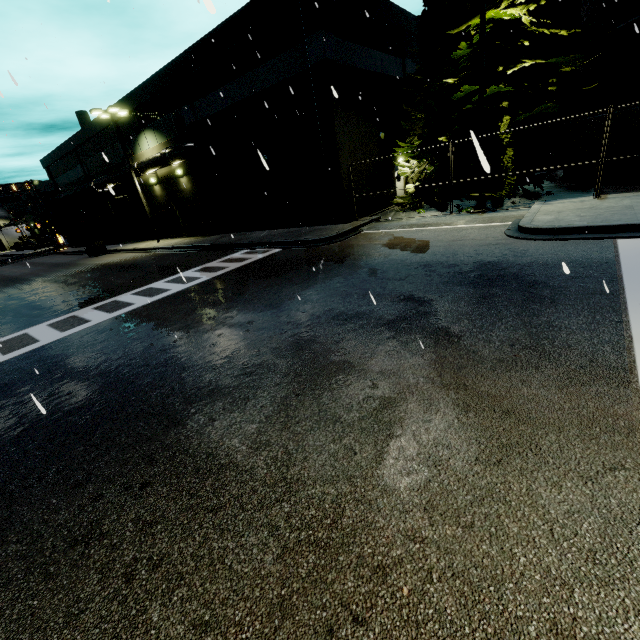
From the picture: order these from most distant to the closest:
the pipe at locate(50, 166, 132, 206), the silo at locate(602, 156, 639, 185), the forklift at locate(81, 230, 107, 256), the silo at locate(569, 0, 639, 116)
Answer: the forklift at locate(81, 230, 107, 256), the pipe at locate(50, 166, 132, 206), the silo at locate(602, 156, 639, 185), the silo at locate(569, 0, 639, 116)

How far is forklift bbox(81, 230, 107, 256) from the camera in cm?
2867

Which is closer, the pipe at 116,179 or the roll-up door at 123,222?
the pipe at 116,179

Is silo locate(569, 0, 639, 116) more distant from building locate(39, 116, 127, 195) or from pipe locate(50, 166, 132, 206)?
pipe locate(50, 166, 132, 206)

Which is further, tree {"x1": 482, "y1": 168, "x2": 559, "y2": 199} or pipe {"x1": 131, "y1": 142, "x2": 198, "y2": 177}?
pipe {"x1": 131, "y1": 142, "x2": 198, "y2": 177}

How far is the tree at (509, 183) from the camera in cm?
1445

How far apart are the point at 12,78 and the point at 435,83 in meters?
17.8 m

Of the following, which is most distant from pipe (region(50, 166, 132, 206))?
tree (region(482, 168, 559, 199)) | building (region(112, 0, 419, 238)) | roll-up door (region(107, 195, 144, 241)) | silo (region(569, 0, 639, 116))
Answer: tree (region(482, 168, 559, 199))
